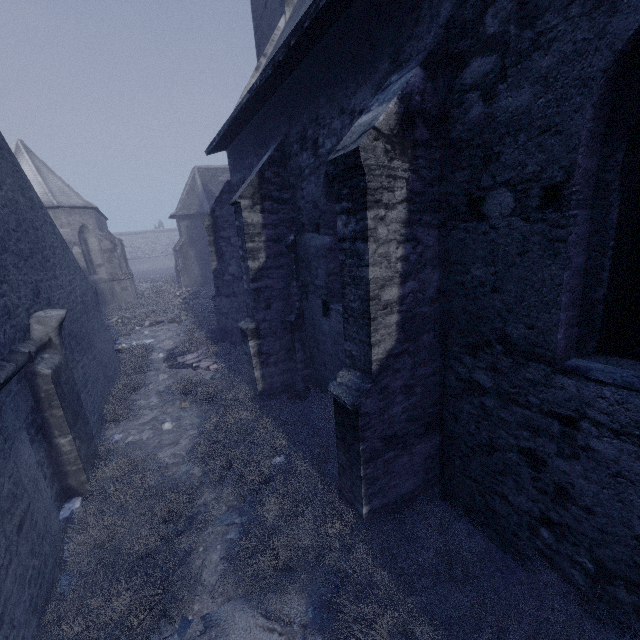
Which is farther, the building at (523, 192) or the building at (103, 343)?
the building at (103, 343)

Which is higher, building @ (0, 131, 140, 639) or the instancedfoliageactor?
building @ (0, 131, 140, 639)

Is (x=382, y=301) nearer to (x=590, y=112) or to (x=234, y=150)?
(x=590, y=112)

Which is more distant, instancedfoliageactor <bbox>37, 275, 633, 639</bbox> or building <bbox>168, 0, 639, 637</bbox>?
instancedfoliageactor <bbox>37, 275, 633, 639</bbox>

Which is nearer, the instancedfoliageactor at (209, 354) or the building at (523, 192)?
the building at (523, 192)

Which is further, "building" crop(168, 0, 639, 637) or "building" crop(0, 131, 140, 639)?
"building" crop(0, 131, 140, 639)
